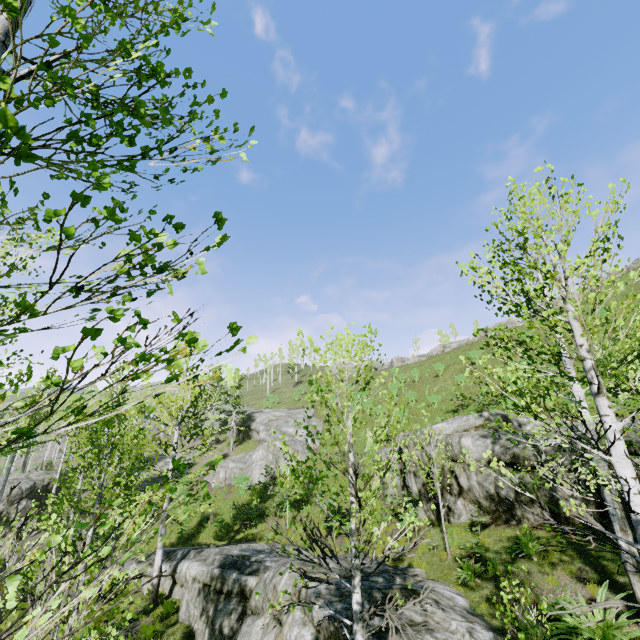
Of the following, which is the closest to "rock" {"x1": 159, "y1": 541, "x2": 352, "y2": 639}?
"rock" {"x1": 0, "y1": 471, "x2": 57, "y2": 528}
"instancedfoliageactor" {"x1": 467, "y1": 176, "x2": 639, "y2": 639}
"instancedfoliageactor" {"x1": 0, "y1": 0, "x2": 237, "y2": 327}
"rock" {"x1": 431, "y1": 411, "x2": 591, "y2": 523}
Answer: "instancedfoliageactor" {"x1": 467, "y1": 176, "x2": 639, "y2": 639}

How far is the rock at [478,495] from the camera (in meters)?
10.96

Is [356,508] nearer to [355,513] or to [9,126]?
[355,513]

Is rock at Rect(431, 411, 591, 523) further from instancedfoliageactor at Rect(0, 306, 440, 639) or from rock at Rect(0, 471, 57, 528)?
rock at Rect(0, 471, 57, 528)

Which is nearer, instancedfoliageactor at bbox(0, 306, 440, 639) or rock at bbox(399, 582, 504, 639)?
instancedfoliageactor at bbox(0, 306, 440, 639)

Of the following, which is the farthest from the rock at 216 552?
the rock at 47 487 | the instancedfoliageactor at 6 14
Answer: the rock at 47 487

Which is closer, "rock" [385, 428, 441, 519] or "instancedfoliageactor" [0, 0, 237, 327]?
"instancedfoliageactor" [0, 0, 237, 327]
